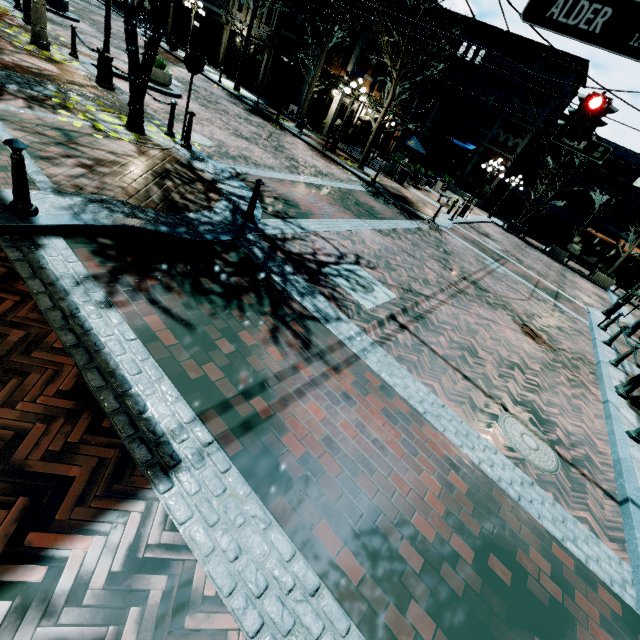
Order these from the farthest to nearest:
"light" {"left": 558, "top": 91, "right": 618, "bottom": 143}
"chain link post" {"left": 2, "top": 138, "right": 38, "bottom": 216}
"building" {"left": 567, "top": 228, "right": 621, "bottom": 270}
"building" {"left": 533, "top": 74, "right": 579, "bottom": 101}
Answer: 1. "building" {"left": 567, "top": 228, "right": 621, "bottom": 270}
2. "building" {"left": 533, "top": 74, "right": 579, "bottom": 101}
3. "light" {"left": 558, "top": 91, "right": 618, "bottom": 143}
4. "chain link post" {"left": 2, "top": 138, "right": 38, "bottom": 216}

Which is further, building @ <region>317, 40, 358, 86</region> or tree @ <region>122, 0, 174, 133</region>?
building @ <region>317, 40, 358, 86</region>

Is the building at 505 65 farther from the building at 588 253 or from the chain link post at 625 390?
the chain link post at 625 390

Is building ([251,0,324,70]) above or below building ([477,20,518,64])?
below

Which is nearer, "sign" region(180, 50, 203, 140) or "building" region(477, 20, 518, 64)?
"sign" region(180, 50, 203, 140)

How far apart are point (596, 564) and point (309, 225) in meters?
7.8

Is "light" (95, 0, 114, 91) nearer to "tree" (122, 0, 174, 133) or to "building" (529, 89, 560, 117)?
"tree" (122, 0, 174, 133)

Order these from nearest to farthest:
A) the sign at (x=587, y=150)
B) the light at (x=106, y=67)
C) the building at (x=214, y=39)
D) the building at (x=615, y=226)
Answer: the light at (x=106, y=67), the sign at (x=587, y=150), the building at (x=214, y=39), the building at (x=615, y=226)
